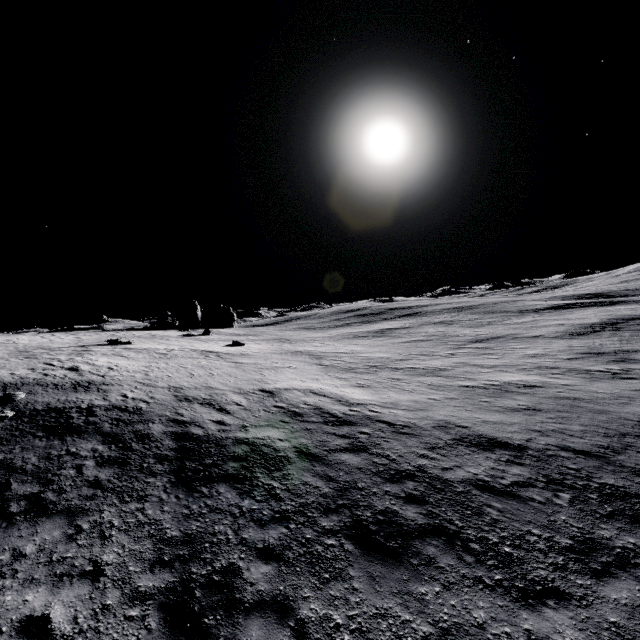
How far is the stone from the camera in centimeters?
4028cm

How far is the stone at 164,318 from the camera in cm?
4028

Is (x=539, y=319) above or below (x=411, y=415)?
above
